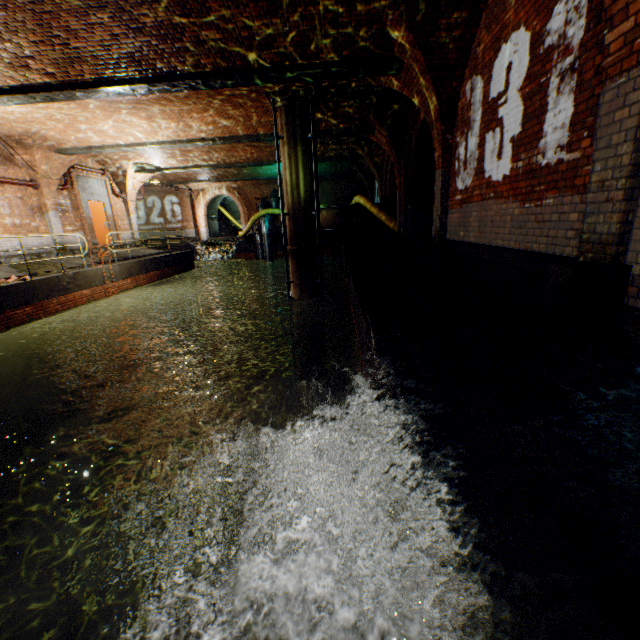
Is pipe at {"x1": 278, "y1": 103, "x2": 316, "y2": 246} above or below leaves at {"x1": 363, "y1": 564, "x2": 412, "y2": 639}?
above

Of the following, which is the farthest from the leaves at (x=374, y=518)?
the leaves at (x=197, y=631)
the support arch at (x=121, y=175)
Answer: the support arch at (x=121, y=175)

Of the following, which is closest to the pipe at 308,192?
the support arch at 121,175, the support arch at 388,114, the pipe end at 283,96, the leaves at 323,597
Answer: the pipe end at 283,96

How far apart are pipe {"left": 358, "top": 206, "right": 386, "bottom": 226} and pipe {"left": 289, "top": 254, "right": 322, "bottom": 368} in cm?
569

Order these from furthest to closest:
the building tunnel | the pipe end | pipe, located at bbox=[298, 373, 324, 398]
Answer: the building tunnel < pipe, located at bbox=[298, 373, 324, 398] < the pipe end

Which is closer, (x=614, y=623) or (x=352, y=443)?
(x=614, y=623)

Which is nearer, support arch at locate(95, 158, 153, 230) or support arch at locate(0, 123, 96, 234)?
support arch at locate(0, 123, 96, 234)

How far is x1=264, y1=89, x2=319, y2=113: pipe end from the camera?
8.8 meters
